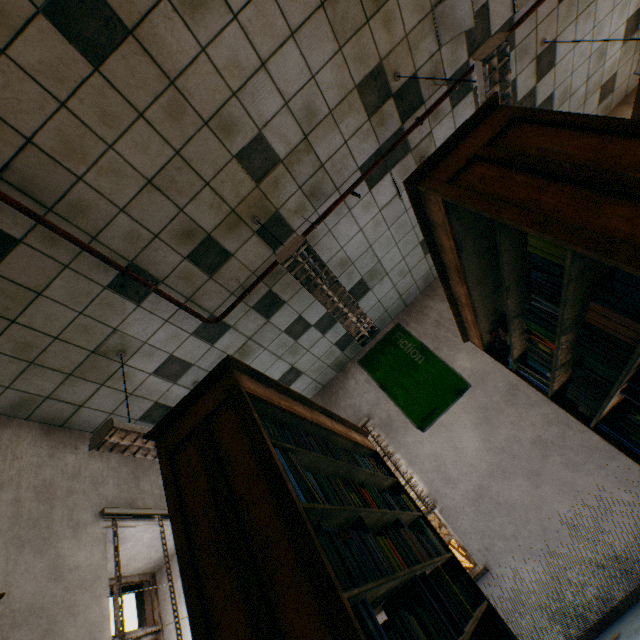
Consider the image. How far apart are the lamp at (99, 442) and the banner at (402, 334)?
2.4m

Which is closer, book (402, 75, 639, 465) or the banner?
book (402, 75, 639, 465)

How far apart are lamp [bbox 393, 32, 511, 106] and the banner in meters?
2.2

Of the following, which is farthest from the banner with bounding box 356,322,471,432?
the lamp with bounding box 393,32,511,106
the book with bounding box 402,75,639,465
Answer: the lamp with bounding box 393,32,511,106

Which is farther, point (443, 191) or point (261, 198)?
point (261, 198)

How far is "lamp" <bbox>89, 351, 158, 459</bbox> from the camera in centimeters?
243cm

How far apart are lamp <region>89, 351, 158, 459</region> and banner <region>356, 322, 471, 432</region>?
2.4 meters

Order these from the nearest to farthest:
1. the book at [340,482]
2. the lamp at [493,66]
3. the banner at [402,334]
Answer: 1. the book at [340,482]
2. the lamp at [493,66]
3. the banner at [402,334]
